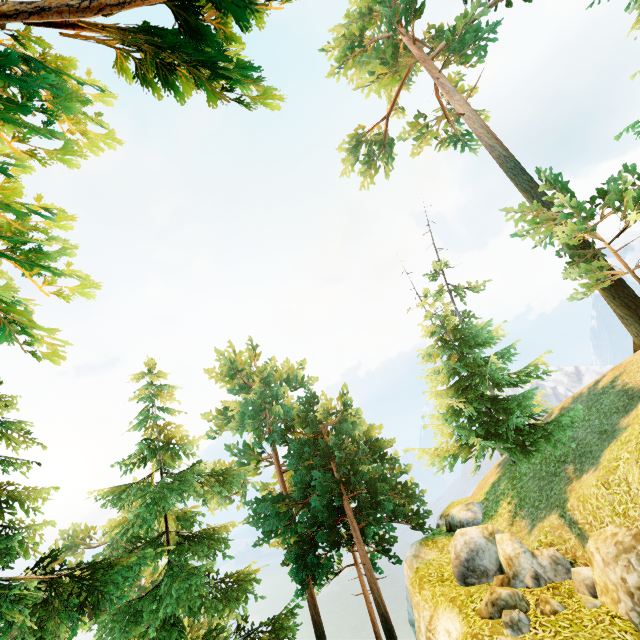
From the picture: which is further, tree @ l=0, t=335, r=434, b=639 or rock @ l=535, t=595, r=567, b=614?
tree @ l=0, t=335, r=434, b=639

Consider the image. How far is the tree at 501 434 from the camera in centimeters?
1338cm

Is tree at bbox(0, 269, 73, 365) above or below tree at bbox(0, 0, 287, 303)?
below

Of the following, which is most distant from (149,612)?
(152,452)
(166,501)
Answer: (152,452)

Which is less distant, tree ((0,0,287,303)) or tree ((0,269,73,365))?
tree ((0,0,287,303))

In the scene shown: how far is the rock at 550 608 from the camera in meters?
7.3 m
